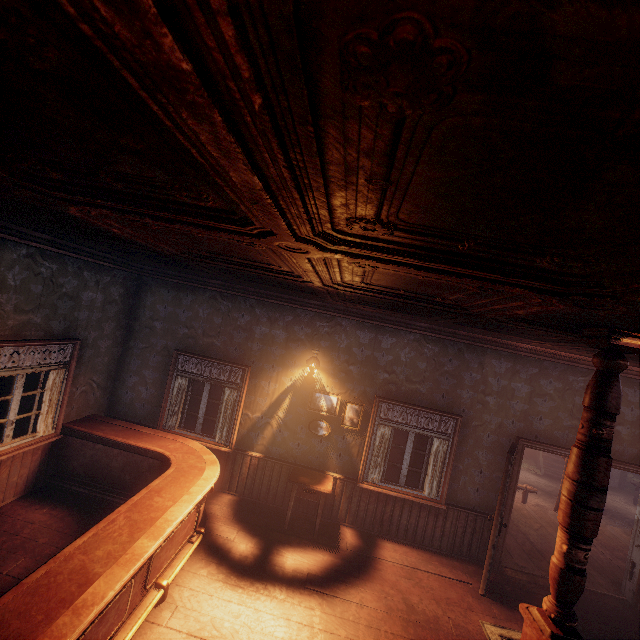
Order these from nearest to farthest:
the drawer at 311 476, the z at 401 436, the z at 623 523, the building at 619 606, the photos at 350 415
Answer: the building at 619 606, the drawer at 311 476, the photos at 350 415, the z at 623 523, the z at 401 436

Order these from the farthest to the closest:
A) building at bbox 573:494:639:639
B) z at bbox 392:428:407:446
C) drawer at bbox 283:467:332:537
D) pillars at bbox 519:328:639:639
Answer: z at bbox 392:428:407:446, drawer at bbox 283:467:332:537, building at bbox 573:494:639:639, pillars at bbox 519:328:639:639

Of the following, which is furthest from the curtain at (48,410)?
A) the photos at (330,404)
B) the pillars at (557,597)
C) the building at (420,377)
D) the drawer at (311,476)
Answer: the pillars at (557,597)

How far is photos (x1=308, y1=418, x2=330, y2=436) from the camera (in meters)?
5.99

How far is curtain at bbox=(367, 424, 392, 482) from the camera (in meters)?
5.86

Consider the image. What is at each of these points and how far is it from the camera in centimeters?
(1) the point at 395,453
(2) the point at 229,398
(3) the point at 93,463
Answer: (1) z, 1312cm
(2) curtain, 618cm
(3) table, 530cm

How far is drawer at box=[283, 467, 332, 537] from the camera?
5.40m

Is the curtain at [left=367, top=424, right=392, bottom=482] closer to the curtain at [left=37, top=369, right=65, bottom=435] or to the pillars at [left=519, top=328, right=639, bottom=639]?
the curtain at [left=37, top=369, right=65, bottom=435]
